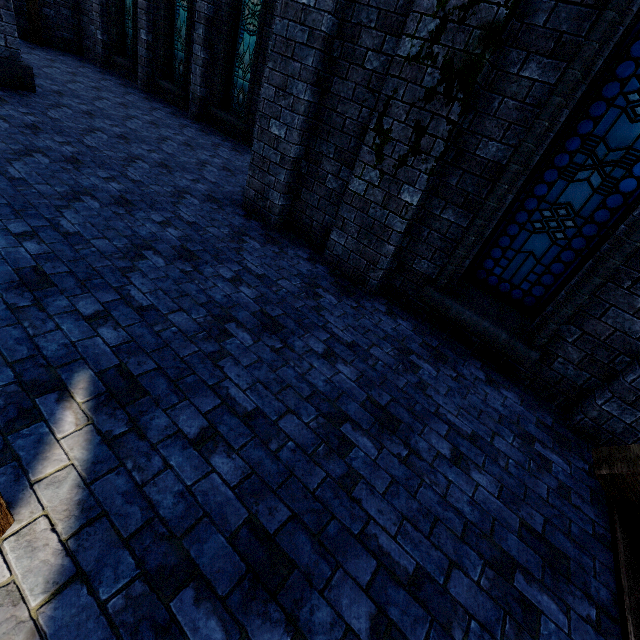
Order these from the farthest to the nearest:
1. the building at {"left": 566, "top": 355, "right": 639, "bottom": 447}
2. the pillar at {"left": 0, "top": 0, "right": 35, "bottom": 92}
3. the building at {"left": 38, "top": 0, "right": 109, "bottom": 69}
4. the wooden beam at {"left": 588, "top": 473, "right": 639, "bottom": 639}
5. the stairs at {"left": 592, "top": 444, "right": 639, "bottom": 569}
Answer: the building at {"left": 38, "top": 0, "right": 109, "bottom": 69} → the pillar at {"left": 0, "top": 0, "right": 35, "bottom": 92} → the building at {"left": 566, "top": 355, "right": 639, "bottom": 447} → the stairs at {"left": 592, "top": 444, "right": 639, "bottom": 569} → the wooden beam at {"left": 588, "top": 473, "right": 639, "bottom": 639}

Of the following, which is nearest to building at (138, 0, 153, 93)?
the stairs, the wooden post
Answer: the wooden post

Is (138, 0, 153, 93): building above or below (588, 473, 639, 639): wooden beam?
above

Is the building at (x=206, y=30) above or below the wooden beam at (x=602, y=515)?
above

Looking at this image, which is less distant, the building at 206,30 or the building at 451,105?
the building at 451,105

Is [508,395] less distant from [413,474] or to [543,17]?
[413,474]
